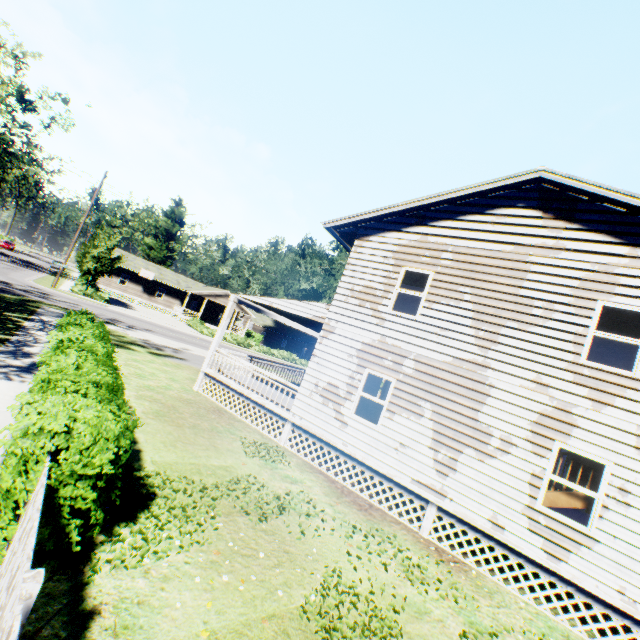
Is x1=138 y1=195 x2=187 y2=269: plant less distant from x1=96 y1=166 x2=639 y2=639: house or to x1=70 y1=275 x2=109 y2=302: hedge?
x1=96 y1=166 x2=639 y2=639: house

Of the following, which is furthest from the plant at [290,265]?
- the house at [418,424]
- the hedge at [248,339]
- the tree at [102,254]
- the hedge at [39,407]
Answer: the tree at [102,254]

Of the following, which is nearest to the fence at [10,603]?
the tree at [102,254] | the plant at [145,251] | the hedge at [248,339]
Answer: the plant at [145,251]

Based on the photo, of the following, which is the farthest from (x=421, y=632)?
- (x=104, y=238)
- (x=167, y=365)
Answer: (x=104, y=238)

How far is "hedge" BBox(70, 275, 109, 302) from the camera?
31.4m

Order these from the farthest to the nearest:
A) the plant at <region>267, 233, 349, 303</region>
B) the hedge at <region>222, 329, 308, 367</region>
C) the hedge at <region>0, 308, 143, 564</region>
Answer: the plant at <region>267, 233, 349, 303</region>
the hedge at <region>222, 329, 308, 367</region>
the hedge at <region>0, 308, 143, 564</region>

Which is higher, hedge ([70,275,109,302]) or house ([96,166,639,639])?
house ([96,166,639,639])
